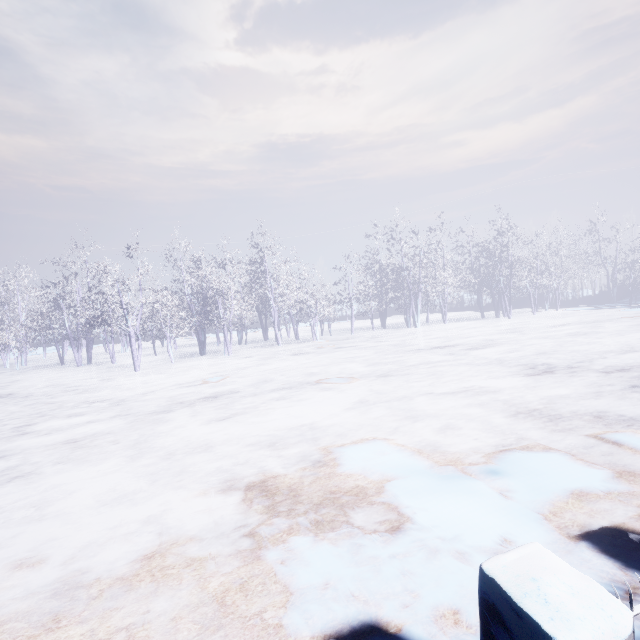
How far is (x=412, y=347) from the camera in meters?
14.6 m
